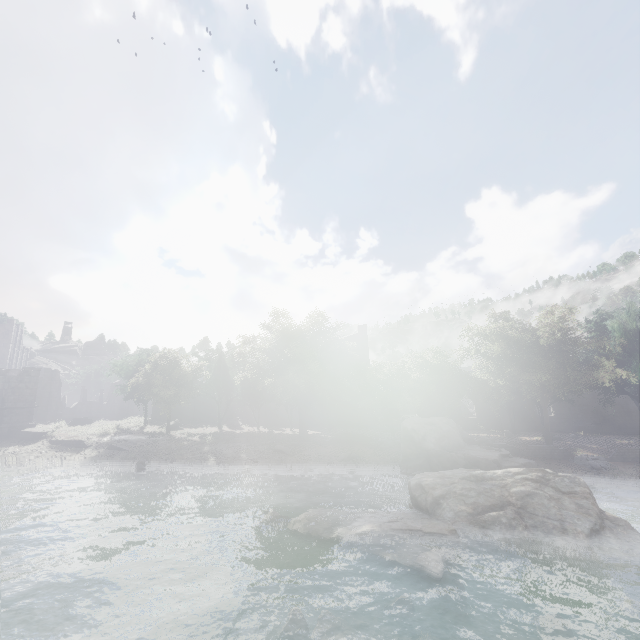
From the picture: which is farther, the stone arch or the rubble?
the stone arch

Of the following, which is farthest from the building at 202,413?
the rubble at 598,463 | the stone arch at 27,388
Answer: the rubble at 598,463

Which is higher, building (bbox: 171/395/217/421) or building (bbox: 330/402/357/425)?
building (bbox: 171/395/217/421)

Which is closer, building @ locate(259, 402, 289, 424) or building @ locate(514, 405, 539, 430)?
building @ locate(514, 405, 539, 430)

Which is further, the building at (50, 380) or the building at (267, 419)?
the building at (267, 419)

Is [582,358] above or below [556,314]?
below

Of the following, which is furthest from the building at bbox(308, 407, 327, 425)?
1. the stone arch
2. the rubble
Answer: the rubble

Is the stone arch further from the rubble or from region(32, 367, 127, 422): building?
the rubble
